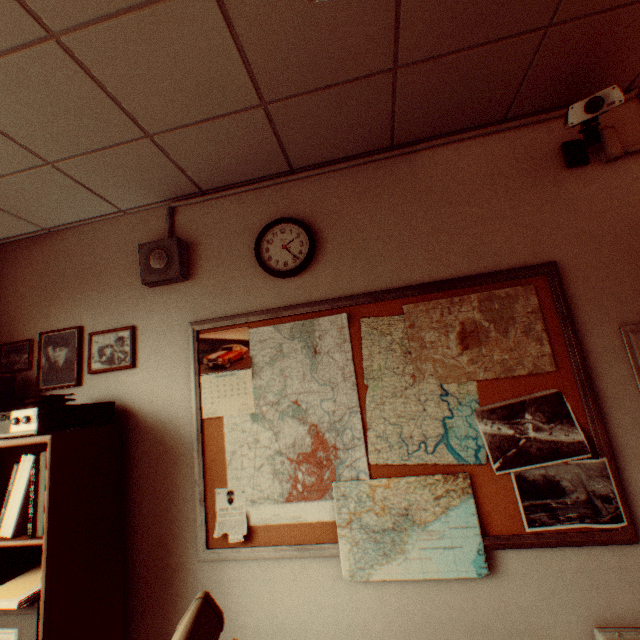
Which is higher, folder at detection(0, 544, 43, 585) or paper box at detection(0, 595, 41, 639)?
folder at detection(0, 544, 43, 585)

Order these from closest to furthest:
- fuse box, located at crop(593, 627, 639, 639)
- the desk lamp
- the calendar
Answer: the desk lamp
fuse box, located at crop(593, 627, 639, 639)
the calendar

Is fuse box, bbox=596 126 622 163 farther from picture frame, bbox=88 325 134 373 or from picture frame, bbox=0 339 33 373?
picture frame, bbox=0 339 33 373

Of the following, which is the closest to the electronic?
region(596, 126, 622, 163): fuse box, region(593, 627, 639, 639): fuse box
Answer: region(593, 627, 639, 639): fuse box

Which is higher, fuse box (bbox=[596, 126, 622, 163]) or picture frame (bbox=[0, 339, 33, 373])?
fuse box (bbox=[596, 126, 622, 163])

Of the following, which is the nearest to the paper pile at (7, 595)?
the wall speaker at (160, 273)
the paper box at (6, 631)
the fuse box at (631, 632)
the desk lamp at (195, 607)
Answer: the paper box at (6, 631)

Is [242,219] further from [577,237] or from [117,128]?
[577,237]

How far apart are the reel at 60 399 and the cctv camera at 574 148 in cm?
313
